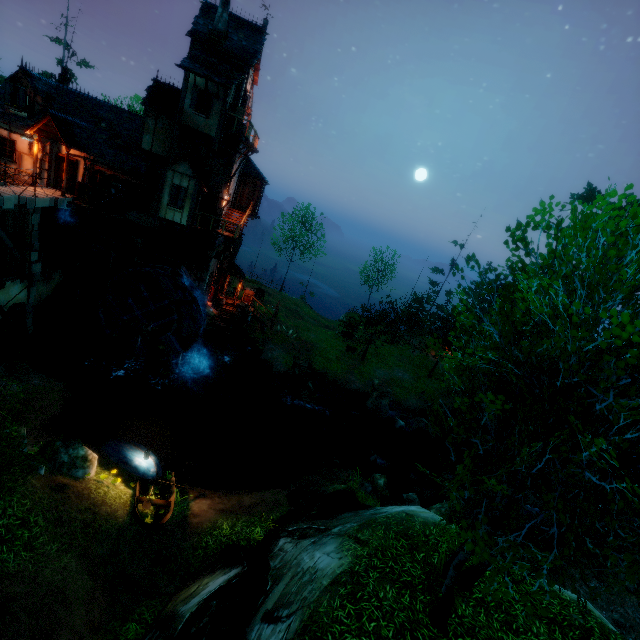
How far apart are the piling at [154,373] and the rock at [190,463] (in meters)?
6.23

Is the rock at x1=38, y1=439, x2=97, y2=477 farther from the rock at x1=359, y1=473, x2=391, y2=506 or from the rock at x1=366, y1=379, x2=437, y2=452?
the rock at x1=366, y1=379, x2=437, y2=452

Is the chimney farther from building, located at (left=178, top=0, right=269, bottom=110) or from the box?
the box

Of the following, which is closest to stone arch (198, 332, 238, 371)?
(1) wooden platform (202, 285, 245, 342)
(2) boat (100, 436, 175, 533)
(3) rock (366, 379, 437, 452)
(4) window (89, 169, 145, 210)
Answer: (1) wooden platform (202, 285, 245, 342)

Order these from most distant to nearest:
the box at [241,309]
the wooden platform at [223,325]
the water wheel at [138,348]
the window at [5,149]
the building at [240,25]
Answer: the box at [241,309] < the wooden platform at [223,325] < the water wheel at [138,348] < the window at [5,149] < the building at [240,25]

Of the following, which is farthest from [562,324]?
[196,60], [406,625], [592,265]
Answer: [196,60]

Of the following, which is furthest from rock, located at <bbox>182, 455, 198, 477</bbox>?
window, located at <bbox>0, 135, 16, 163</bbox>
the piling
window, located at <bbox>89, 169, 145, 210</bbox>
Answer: window, located at <bbox>0, 135, 16, 163</bbox>

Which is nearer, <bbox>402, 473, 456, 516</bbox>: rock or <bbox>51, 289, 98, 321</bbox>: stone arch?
<bbox>402, 473, 456, 516</bbox>: rock
